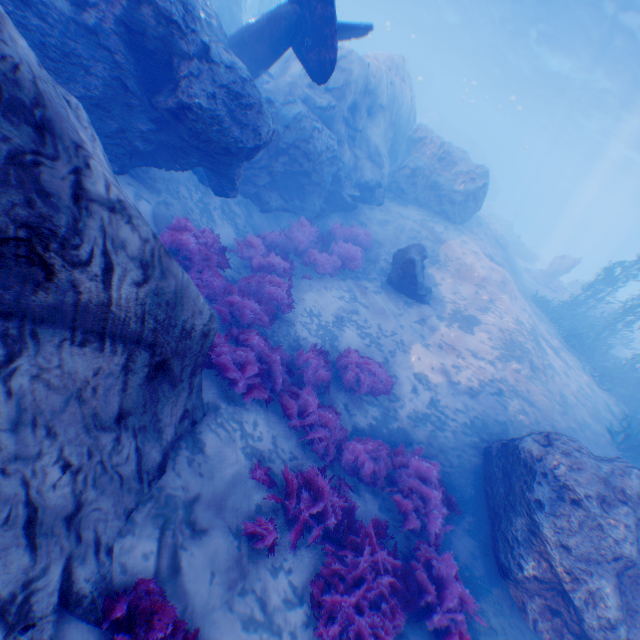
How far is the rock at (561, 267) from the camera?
23.0 meters

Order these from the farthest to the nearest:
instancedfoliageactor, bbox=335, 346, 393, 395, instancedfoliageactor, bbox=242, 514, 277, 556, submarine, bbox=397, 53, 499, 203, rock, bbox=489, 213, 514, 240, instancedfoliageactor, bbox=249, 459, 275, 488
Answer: submarine, bbox=397, 53, 499, 203 < rock, bbox=489, 213, 514, 240 < instancedfoliageactor, bbox=335, 346, 393, 395 < instancedfoliageactor, bbox=249, 459, 275, 488 < instancedfoliageactor, bbox=242, 514, 277, 556

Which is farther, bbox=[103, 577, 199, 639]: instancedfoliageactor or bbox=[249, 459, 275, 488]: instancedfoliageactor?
bbox=[249, 459, 275, 488]: instancedfoliageactor

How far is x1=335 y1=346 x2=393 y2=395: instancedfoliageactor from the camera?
8.3m

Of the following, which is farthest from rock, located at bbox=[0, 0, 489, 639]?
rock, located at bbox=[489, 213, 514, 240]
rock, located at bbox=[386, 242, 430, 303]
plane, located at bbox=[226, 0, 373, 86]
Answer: rock, located at bbox=[489, 213, 514, 240]

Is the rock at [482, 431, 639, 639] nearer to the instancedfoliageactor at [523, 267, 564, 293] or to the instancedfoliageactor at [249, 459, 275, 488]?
the instancedfoliageactor at [249, 459, 275, 488]

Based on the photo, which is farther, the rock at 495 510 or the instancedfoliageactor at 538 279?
the instancedfoliageactor at 538 279

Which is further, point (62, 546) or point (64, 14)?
point (64, 14)
